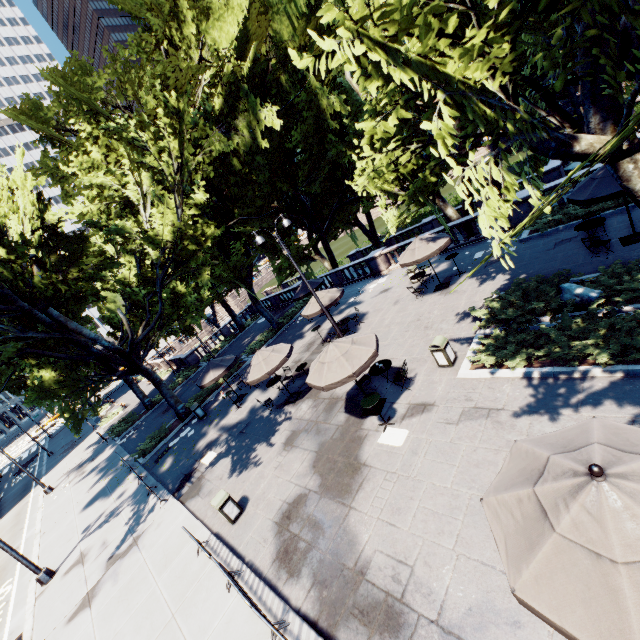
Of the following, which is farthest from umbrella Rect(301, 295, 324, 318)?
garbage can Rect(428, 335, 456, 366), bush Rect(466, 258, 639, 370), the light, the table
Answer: the light

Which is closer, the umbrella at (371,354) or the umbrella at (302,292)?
the umbrella at (371,354)

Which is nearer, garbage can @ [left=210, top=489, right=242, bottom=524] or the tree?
the tree

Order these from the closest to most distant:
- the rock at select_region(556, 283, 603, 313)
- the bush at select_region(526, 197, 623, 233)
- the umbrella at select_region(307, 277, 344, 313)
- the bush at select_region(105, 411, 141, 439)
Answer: the rock at select_region(556, 283, 603, 313) < the bush at select_region(526, 197, 623, 233) < the umbrella at select_region(307, 277, 344, 313) < the bush at select_region(105, 411, 141, 439)

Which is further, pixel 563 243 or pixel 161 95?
pixel 161 95

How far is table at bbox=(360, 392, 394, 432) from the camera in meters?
9.9

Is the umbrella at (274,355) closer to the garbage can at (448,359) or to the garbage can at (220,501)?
the garbage can at (220,501)

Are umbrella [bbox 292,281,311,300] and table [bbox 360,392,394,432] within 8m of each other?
no
